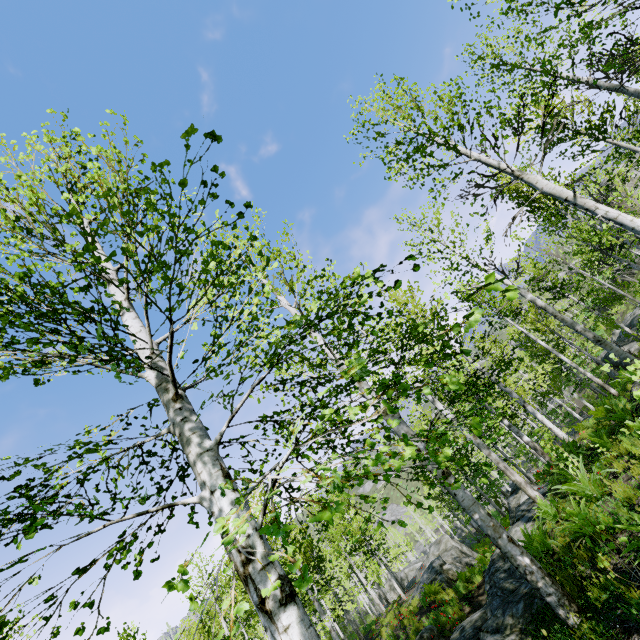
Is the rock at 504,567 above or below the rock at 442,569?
above

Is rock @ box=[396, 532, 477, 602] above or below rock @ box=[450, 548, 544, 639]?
below

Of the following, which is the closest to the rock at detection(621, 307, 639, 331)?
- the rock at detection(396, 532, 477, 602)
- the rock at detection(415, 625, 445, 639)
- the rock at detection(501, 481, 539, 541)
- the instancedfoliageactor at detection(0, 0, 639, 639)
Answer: the rock at detection(501, 481, 539, 541)

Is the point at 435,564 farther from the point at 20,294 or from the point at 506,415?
the point at 20,294

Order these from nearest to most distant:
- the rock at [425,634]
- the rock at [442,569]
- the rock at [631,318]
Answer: the rock at [425,634], the rock at [442,569], the rock at [631,318]

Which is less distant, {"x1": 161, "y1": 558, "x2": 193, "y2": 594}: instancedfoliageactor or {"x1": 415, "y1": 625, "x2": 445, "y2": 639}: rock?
{"x1": 161, "y1": 558, "x2": 193, "y2": 594}: instancedfoliageactor

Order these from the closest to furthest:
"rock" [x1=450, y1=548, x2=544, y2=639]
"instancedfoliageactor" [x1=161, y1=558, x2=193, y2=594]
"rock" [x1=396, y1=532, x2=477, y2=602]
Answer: "instancedfoliageactor" [x1=161, y1=558, x2=193, y2=594]
"rock" [x1=450, y1=548, x2=544, y2=639]
"rock" [x1=396, y1=532, x2=477, y2=602]

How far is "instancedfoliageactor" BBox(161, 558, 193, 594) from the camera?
1.22m
